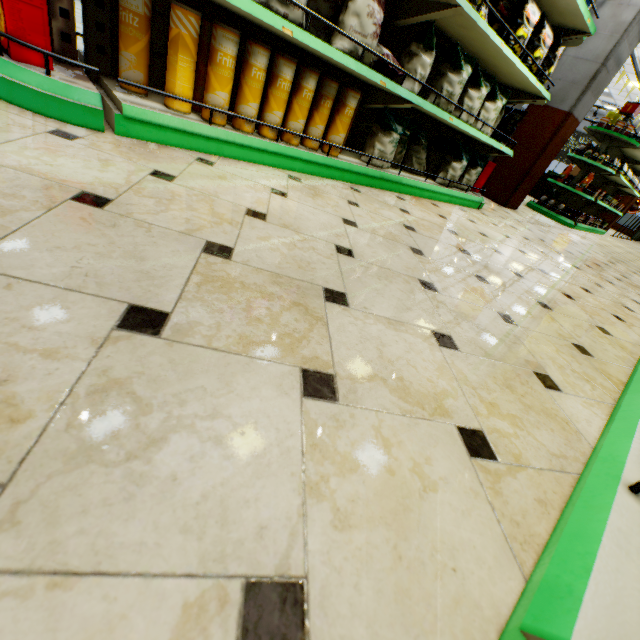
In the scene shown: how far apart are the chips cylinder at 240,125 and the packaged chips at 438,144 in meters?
1.6

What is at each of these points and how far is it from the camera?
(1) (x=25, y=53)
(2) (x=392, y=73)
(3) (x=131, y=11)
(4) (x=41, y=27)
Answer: (1) boxed food, 1.47m
(2) packaged chips, 2.47m
(3) chips cylinder, 1.58m
(4) boxed food, 1.45m

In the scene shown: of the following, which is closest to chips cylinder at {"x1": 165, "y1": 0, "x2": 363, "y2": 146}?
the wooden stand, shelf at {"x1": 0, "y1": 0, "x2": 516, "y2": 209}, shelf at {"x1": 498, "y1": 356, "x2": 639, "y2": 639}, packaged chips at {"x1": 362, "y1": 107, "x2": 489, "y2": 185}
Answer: shelf at {"x1": 0, "y1": 0, "x2": 516, "y2": 209}

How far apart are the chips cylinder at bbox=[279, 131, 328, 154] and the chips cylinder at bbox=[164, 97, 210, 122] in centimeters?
7cm

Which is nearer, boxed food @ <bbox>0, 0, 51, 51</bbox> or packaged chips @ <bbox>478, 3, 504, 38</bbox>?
boxed food @ <bbox>0, 0, 51, 51</bbox>

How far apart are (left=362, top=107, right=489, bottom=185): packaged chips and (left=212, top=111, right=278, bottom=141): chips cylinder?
1.6 meters

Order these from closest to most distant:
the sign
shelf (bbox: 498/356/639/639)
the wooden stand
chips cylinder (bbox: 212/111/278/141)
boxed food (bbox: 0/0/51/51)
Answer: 1. shelf (bbox: 498/356/639/639)
2. boxed food (bbox: 0/0/51/51)
3. chips cylinder (bbox: 212/111/278/141)
4. the sign
5. the wooden stand

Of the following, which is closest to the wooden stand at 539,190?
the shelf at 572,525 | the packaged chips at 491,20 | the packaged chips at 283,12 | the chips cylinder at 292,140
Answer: the shelf at 572,525
